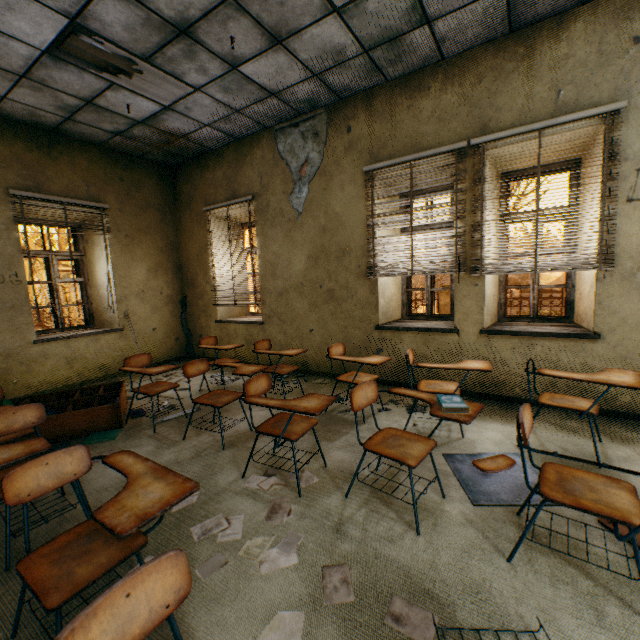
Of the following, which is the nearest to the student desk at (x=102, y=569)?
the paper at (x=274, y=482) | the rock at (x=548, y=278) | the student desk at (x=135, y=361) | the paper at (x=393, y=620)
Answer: the paper at (x=274, y=482)

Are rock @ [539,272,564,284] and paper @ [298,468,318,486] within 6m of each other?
no

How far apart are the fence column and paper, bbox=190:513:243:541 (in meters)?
11.34

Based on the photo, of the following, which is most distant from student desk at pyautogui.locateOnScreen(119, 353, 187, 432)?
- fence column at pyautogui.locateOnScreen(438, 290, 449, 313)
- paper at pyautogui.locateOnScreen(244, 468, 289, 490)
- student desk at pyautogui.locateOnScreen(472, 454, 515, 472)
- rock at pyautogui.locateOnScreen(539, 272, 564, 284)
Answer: rock at pyautogui.locateOnScreen(539, 272, 564, 284)

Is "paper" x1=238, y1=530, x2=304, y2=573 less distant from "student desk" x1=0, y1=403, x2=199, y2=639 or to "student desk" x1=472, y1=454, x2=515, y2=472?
"student desk" x1=0, y1=403, x2=199, y2=639

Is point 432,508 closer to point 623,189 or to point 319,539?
point 319,539

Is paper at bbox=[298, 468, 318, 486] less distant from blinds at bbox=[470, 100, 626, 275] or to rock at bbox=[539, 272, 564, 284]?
blinds at bbox=[470, 100, 626, 275]

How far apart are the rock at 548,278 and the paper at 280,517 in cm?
3451
